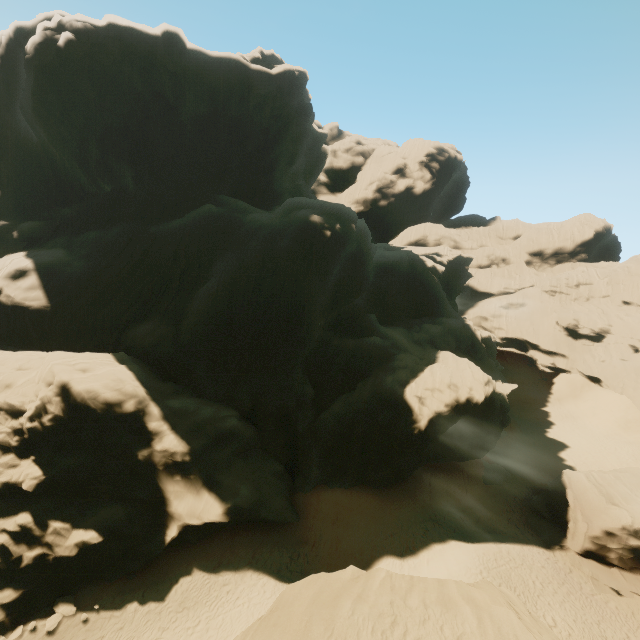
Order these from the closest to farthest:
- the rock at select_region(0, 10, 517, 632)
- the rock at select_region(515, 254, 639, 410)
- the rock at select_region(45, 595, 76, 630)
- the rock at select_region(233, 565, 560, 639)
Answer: the rock at select_region(233, 565, 560, 639)
the rock at select_region(45, 595, 76, 630)
the rock at select_region(0, 10, 517, 632)
the rock at select_region(515, 254, 639, 410)

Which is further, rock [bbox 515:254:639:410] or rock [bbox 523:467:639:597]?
rock [bbox 515:254:639:410]

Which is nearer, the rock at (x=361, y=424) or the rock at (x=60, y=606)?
the rock at (x=60, y=606)

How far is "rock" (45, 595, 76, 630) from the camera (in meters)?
16.59

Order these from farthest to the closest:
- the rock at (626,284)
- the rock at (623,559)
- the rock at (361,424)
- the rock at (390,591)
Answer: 1. the rock at (626,284)
2. the rock at (623,559)
3. the rock at (361,424)
4. the rock at (390,591)

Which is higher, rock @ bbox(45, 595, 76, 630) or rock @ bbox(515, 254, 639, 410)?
rock @ bbox(515, 254, 639, 410)

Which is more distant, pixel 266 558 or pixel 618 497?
pixel 618 497
